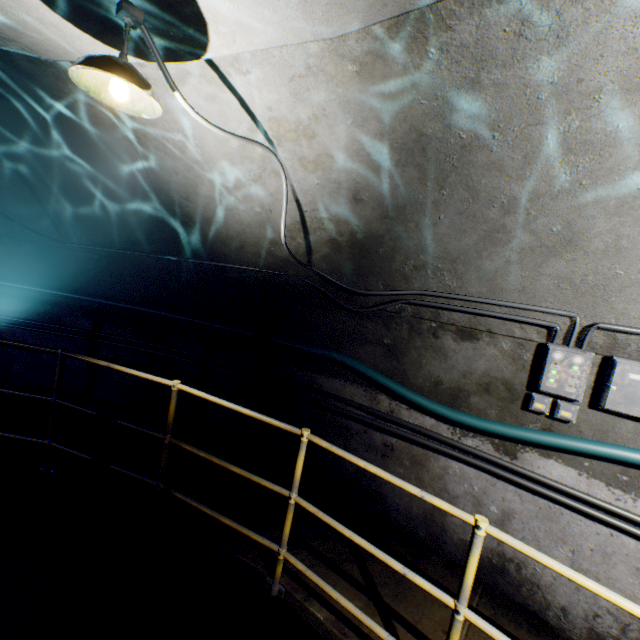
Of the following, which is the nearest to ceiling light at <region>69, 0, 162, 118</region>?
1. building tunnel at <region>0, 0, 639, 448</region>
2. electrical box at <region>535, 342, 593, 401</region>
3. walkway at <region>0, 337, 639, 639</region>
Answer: building tunnel at <region>0, 0, 639, 448</region>

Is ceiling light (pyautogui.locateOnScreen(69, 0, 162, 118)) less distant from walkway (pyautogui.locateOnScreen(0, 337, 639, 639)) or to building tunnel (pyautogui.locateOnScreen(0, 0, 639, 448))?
building tunnel (pyautogui.locateOnScreen(0, 0, 639, 448))

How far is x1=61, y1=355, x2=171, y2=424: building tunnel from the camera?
4.6 meters

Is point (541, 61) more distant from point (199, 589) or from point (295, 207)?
point (199, 589)

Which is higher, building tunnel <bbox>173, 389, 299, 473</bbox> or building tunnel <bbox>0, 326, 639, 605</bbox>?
building tunnel <bbox>0, 326, 639, 605</bbox>

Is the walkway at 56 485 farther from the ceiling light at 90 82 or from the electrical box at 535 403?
the ceiling light at 90 82

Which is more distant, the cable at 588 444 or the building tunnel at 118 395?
the building tunnel at 118 395

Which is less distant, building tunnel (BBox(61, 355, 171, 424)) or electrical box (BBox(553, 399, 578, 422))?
electrical box (BBox(553, 399, 578, 422))
